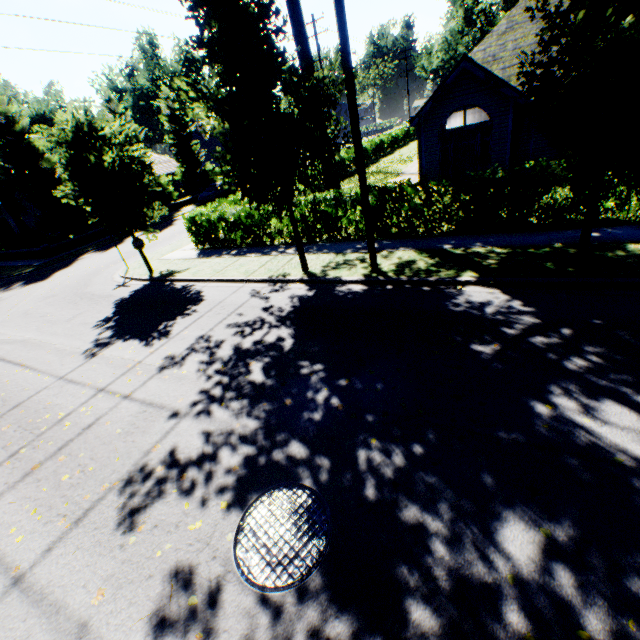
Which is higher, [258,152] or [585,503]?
[258,152]

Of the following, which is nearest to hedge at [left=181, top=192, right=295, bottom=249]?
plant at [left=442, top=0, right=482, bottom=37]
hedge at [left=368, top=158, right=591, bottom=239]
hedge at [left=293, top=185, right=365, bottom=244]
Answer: hedge at [left=293, top=185, right=365, bottom=244]

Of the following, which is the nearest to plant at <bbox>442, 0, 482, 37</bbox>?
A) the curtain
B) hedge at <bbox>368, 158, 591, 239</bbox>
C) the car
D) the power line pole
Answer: the curtain

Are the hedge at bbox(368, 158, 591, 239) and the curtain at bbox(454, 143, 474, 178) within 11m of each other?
yes

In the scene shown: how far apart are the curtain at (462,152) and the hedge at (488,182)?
8.2m

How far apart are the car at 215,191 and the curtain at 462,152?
22.47m

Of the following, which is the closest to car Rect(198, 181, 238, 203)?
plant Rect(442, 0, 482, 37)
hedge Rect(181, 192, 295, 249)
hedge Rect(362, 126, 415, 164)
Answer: hedge Rect(362, 126, 415, 164)

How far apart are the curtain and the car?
22.5m
